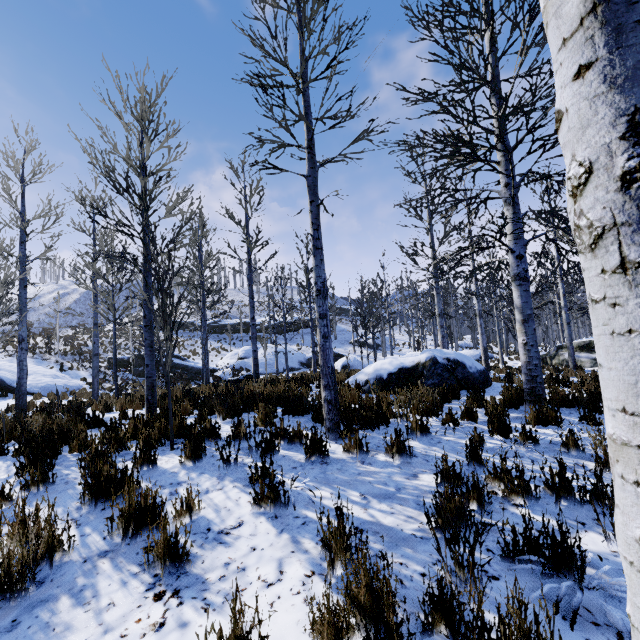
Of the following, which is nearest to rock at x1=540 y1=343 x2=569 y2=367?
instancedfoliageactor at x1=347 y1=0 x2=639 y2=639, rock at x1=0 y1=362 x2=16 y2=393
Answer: instancedfoliageactor at x1=347 y1=0 x2=639 y2=639

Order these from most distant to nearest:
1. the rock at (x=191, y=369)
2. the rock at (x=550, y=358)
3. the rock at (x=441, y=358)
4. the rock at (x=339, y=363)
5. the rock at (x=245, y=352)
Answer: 1. the rock at (x=339, y=363)
2. the rock at (x=191, y=369)
3. the rock at (x=550, y=358)
4. the rock at (x=245, y=352)
5. the rock at (x=441, y=358)

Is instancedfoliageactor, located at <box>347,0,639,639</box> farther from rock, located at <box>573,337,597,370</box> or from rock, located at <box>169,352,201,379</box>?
rock, located at <box>169,352,201,379</box>

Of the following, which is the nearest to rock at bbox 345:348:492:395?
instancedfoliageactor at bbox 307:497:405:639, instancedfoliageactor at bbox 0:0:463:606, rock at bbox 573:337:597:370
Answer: instancedfoliageactor at bbox 0:0:463:606

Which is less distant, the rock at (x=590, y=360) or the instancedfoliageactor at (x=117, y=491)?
the instancedfoliageactor at (x=117, y=491)

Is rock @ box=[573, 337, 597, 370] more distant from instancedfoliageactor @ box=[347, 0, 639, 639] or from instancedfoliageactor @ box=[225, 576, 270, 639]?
instancedfoliageactor @ box=[225, 576, 270, 639]

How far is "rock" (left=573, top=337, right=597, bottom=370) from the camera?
16.1 meters

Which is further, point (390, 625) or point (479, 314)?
point (479, 314)
